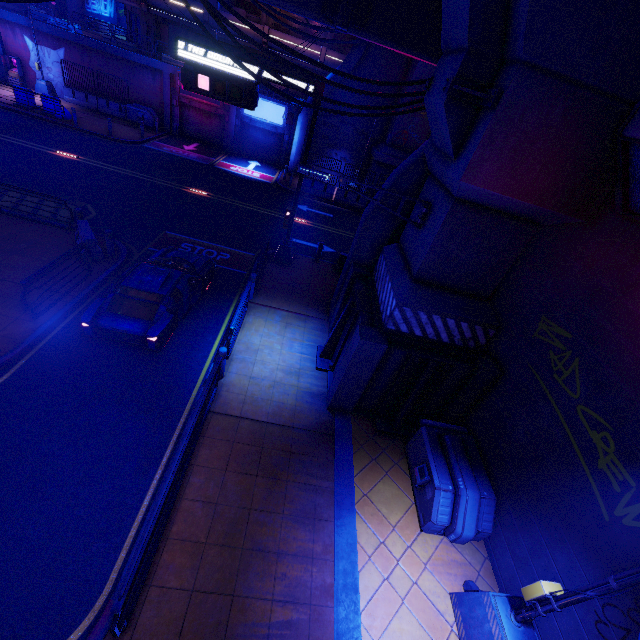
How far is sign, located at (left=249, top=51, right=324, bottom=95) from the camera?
10.8m

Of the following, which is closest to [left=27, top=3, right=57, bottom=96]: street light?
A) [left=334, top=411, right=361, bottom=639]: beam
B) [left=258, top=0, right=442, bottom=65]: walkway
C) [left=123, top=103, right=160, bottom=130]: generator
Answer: [left=123, top=103, right=160, bottom=130]: generator

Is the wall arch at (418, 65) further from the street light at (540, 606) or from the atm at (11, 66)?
the atm at (11, 66)

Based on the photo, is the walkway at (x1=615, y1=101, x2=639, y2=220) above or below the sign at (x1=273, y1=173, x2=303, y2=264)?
above

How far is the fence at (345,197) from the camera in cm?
2419

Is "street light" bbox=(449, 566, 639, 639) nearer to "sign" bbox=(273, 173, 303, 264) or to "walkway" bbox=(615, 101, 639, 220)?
"walkway" bbox=(615, 101, 639, 220)

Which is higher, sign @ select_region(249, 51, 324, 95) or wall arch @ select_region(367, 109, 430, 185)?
sign @ select_region(249, 51, 324, 95)

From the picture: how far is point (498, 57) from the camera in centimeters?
533cm
